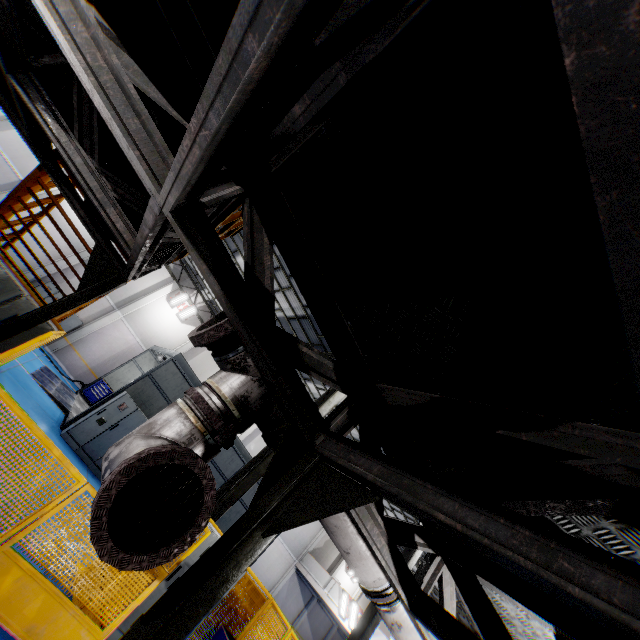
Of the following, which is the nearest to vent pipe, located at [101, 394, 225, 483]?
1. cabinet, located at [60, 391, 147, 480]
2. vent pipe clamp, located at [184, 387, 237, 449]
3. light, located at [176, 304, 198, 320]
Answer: vent pipe clamp, located at [184, 387, 237, 449]

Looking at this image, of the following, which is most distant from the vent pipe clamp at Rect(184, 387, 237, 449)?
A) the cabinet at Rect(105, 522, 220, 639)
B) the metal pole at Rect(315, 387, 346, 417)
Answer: the metal pole at Rect(315, 387, 346, 417)

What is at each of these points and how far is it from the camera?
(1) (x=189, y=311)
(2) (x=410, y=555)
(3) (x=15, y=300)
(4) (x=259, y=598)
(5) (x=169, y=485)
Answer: (1) light, 21.80m
(2) metal pole, 12.37m
(3) cabinet, 5.04m
(4) metal panel, 7.95m
(5) pipe cover, 1.78m

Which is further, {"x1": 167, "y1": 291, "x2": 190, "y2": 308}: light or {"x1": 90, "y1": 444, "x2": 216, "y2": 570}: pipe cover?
{"x1": 167, "y1": 291, "x2": 190, "y2": 308}: light

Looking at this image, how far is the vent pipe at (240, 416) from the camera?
2.26m

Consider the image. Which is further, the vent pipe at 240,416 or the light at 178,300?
the light at 178,300

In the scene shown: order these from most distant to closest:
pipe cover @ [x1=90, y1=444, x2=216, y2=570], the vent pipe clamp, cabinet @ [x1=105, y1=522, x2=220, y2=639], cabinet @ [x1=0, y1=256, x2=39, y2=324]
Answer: cabinet @ [x1=105, y1=522, x2=220, y2=639], cabinet @ [x1=0, y1=256, x2=39, y2=324], the vent pipe clamp, pipe cover @ [x1=90, y1=444, x2=216, y2=570]

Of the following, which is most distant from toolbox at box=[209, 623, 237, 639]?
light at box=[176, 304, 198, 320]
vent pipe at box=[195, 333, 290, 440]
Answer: light at box=[176, 304, 198, 320]
